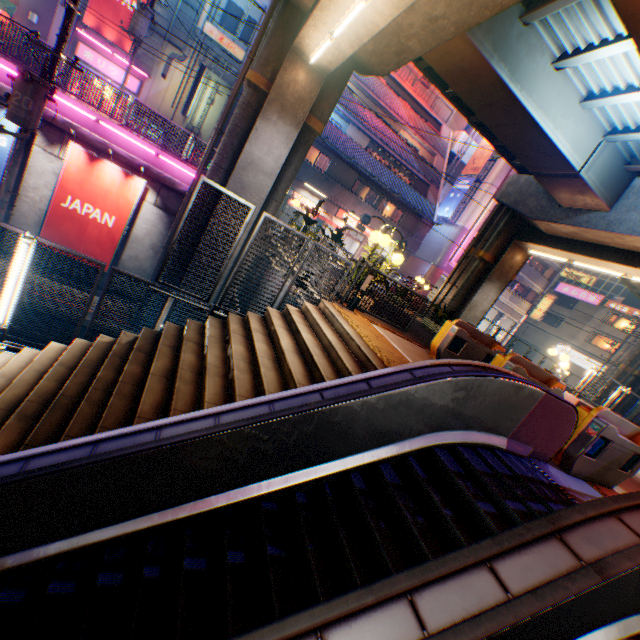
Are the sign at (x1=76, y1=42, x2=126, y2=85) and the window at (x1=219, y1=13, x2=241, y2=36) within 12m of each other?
yes

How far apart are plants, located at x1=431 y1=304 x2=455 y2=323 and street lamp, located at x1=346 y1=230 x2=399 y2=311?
7.20m

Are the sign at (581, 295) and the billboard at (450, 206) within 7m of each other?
no

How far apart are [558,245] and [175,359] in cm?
1727

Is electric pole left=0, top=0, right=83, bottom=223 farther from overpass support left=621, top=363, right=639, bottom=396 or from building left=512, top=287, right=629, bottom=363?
building left=512, top=287, right=629, bottom=363

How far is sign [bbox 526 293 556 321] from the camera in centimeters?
3681cm

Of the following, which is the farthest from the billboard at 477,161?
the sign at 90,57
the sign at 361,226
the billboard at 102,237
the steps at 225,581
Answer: the steps at 225,581

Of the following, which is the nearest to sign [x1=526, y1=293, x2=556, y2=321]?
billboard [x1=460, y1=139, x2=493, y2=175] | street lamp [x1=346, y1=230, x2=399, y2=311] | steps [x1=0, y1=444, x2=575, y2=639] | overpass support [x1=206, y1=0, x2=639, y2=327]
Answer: overpass support [x1=206, y1=0, x2=639, y2=327]
